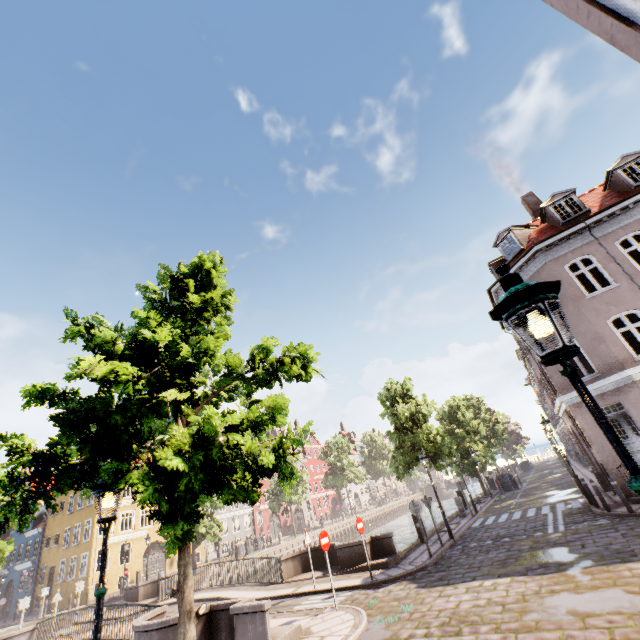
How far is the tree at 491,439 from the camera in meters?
18.8

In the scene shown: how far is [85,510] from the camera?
31.41m

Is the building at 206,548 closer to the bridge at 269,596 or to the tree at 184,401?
the tree at 184,401

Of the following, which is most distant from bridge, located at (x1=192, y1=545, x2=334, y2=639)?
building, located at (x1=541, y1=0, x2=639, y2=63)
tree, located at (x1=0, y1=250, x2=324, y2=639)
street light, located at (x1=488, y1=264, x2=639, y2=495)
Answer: building, located at (x1=541, y1=0, x2=639, y2=63)

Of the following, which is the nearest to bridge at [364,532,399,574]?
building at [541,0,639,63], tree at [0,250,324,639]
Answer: tree at [0,250,324,639]

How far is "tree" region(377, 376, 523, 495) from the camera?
18.8m

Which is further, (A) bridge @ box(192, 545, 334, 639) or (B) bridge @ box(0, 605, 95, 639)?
(B) bridge @ box(0, 605, 95, 639)
